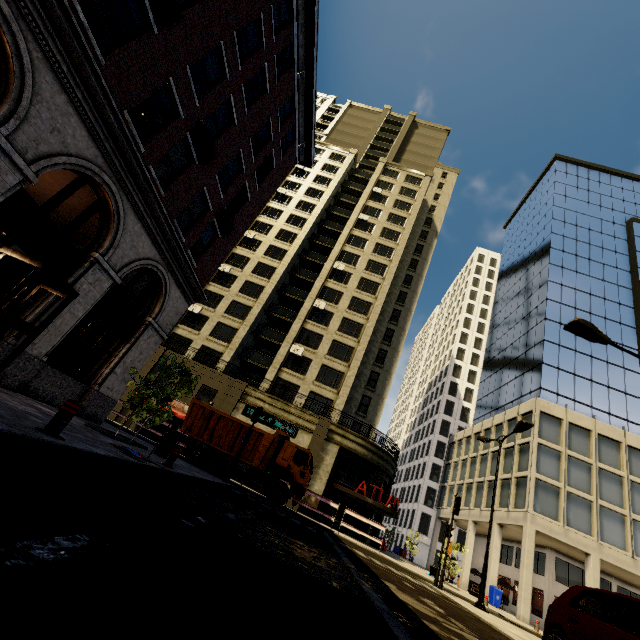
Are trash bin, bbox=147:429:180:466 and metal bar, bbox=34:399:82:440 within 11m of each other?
yes

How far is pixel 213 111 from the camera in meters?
12.3

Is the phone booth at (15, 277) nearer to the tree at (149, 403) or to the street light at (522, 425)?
the tree at (149, 403)

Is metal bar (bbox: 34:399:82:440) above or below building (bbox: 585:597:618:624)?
below

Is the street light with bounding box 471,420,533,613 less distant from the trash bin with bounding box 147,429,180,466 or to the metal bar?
the trash bin with bounding box 147,429,180,466

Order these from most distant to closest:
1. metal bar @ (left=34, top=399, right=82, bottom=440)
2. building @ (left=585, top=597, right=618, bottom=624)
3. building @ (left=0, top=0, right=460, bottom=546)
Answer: building @ (left=585, top=597, right=618, bottom=624) → building @ (left=0, top=0, right=460, bottom=546) → metal bar @ (left=34, top=399, right=82, bottom=440)

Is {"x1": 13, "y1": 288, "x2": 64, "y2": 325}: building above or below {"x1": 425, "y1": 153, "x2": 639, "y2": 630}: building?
below

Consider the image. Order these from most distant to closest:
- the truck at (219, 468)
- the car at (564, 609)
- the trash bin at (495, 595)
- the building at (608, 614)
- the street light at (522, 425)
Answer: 1. the trash bin at (495, 595)
2. the building at (608, 614)
3. the truck at (219, 468)
4. the street light at (522, 425)
5. the car at (564, 609)
